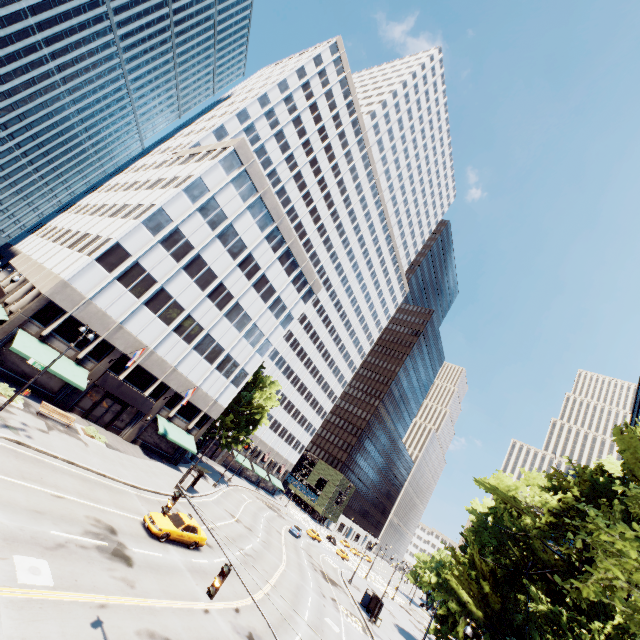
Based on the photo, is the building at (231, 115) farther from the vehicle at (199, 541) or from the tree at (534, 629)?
the vehicle at (199, 541)

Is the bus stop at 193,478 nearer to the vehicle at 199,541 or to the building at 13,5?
the vehicle at 199,541

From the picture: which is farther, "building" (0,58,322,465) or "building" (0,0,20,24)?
"building" (0,0,20,24)

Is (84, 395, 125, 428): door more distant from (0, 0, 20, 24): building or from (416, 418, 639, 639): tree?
(0, 0, 20, 24): building

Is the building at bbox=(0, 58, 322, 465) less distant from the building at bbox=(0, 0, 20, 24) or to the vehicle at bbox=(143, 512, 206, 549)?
the vehicle at bbox=(143, 512, 206, 549)

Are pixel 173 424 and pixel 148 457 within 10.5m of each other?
yes

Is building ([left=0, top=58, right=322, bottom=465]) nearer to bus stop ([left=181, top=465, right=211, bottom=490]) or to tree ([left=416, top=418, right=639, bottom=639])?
tree ([left=416, top=418, right=639, bottom=639])

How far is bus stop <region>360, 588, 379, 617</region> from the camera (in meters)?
39.72
